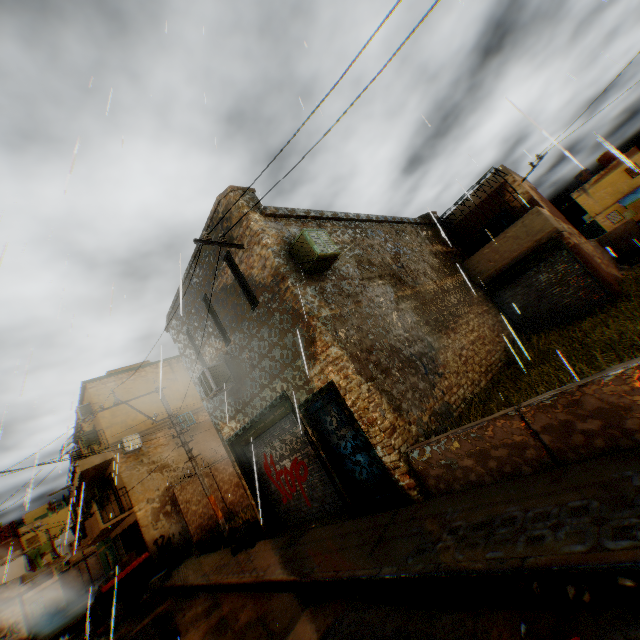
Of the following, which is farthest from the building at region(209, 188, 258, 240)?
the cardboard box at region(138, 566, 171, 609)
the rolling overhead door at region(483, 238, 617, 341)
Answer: the cardboard box at region(138, 566, 171, 609)

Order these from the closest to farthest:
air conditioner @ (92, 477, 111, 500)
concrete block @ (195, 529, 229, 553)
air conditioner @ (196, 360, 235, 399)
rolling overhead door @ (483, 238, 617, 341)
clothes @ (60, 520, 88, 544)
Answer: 1. air conditioner @ (196, 360, 235, 399)
2. rolling overhead door @ (483, 238, 617, 341)
3. concrete block @ (195, 529, 229, 553)
4. clothes @ (60, 520, 88, 544)
5. air conditioner @ (92, 477, 111, 500)

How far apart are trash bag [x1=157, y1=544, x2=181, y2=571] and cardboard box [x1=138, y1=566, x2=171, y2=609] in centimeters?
25cm

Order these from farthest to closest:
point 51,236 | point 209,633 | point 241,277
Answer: point 51,236, point 241,277, point 209,633

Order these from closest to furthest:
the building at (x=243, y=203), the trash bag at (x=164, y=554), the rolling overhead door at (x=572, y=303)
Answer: the building at (x=243, y=203) → the rolling overhead door at (x=572, y=303) → the trash bag at (x=164, y=554)

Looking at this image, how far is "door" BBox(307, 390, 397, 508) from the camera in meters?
7.0

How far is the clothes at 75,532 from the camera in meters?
15.1

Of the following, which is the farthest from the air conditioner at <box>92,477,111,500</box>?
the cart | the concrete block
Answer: the concrete block
